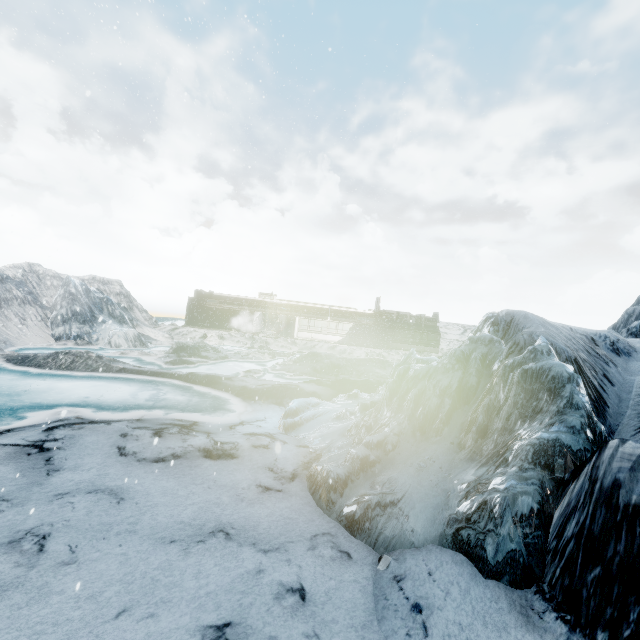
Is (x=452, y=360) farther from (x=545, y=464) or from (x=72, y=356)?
(x=72, y=356)
